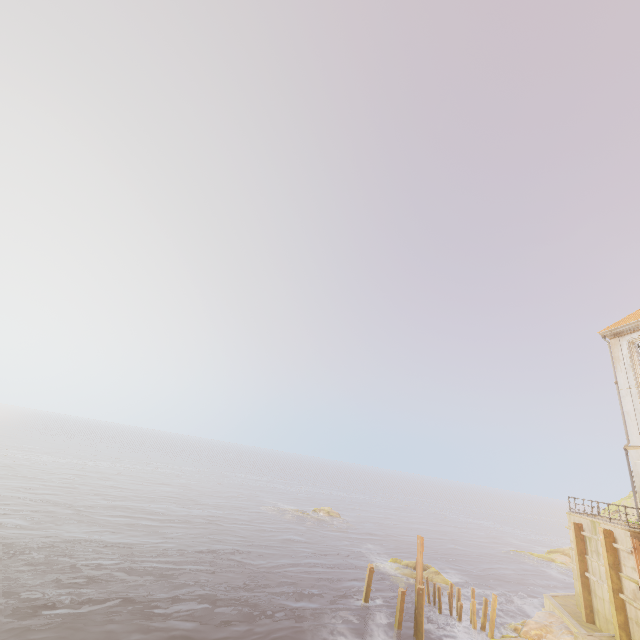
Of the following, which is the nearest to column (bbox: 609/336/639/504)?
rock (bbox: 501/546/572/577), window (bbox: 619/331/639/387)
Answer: window (bbox: 619/331/639/387)

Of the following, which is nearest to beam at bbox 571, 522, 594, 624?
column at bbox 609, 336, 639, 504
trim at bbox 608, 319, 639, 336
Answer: column at bbox 609, 336, 639, 504

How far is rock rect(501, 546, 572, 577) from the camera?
44.9m

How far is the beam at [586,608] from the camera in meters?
18.9 m

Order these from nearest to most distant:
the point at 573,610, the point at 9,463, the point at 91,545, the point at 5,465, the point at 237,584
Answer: the point at 573,610 → the point at 237,584 → the point at 91,545 → the point at 5,465 → the point at 9,463

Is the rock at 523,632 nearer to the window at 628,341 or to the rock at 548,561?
the window at 628,341

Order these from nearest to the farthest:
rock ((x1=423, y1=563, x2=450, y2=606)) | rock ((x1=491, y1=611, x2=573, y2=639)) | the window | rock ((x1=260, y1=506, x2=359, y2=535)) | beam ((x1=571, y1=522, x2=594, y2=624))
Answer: rock ((x1=491, y1=611, x2=573, y2=639)) → beam ((x1=571, y1=522, x2=594, y2=624)) → the window → rock ((x1=423, y1=563, x2=450, y2=606)) → rock ((x1=260, y1=506, x2=359, y2=535))

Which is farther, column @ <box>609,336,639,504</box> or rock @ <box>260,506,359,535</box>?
rock @ <box>260,506,359,535</box>
